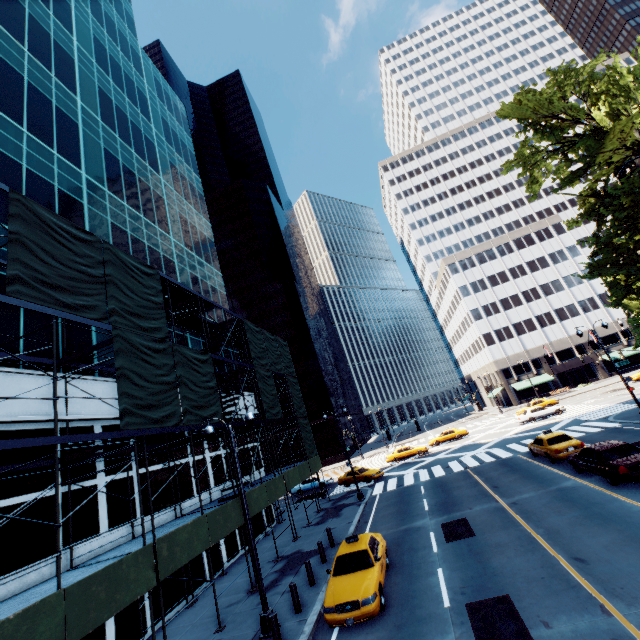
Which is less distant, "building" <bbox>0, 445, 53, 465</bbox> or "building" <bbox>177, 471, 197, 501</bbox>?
"building" <bbox>0, 445, 53, 465</bbox>

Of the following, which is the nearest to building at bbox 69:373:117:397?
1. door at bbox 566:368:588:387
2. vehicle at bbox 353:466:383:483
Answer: vehicle at bbox 353:466:383:483

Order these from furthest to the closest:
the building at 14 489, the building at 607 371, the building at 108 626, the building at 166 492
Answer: the building at 607 371, the building at 166 492, the building at 108 626, the building at 14 489

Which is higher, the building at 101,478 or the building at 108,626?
the building at 101,478

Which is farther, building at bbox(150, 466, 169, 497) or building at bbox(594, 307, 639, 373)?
building at bbox(594, 307, 639, 373)

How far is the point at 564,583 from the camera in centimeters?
895cm

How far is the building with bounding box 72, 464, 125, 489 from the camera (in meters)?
13.19
